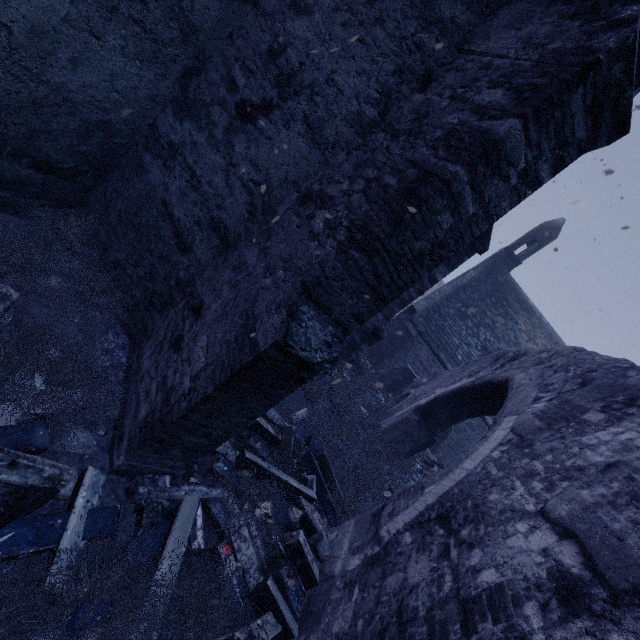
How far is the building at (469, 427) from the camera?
14.6 meters

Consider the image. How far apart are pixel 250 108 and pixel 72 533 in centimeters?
420cm

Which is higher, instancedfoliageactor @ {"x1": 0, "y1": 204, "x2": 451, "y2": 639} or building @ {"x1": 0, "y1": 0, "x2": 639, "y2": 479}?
building @ {"x1": 0, "y1": 0, "x2": 639, "y2": 479}

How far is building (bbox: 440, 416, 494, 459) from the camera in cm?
1463

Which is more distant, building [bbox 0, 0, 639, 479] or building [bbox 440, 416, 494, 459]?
building [bbox 440, 416, 494, 459]

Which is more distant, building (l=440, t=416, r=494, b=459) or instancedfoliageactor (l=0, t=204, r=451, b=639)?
building (l=440, t=416, r=494, b=459)

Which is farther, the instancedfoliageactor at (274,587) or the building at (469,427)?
the building at (469,427)
